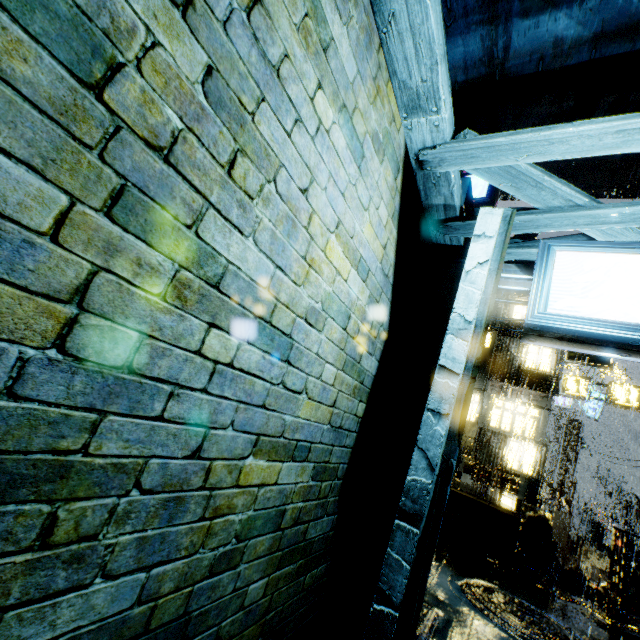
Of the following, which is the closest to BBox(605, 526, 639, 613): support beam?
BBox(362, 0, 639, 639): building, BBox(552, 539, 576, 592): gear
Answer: BBox(362, 0, 639, 639): building

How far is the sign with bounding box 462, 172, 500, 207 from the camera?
12.1m

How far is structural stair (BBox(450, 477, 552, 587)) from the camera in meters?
9.7 m

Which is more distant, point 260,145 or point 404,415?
point 404,415

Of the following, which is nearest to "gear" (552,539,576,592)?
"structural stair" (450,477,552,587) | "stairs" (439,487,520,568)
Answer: "structural stair" (450,477,552,587)

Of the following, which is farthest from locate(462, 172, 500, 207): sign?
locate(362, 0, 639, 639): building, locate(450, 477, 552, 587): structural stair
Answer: locate(450, 477, 552, 587): structural stair

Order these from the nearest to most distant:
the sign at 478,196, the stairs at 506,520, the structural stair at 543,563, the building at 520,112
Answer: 1. the building at 520,112
2. the structural stair at 543,563
3. the stairs at 506,520
4. the sign at 478,196

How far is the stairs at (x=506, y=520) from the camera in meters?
10.5
